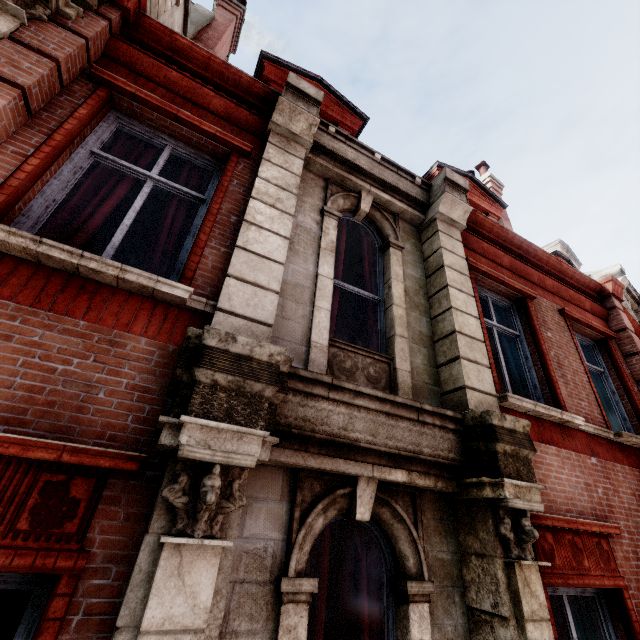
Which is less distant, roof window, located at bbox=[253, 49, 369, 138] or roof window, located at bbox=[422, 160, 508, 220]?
roof window, located at bbox=[253, 49, 369, 138]

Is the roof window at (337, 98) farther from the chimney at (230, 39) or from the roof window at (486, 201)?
the roof window at (486, 201)

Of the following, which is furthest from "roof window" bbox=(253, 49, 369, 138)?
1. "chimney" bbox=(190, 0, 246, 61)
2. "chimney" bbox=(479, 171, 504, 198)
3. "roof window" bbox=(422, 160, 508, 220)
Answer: "chimney" bbox=(479, 171, 504, 198)

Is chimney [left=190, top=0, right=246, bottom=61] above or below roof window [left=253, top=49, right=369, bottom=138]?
above

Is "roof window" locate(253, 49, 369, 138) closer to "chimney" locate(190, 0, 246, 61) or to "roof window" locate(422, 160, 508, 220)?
"chimney" locate(190, 0, 246, 61)

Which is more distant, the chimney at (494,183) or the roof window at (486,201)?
the chimney at (494,183)

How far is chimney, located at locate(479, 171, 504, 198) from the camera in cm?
1121

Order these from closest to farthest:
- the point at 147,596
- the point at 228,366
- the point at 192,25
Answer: the point at 147,596
the point at 228,366
the point at 192,25
